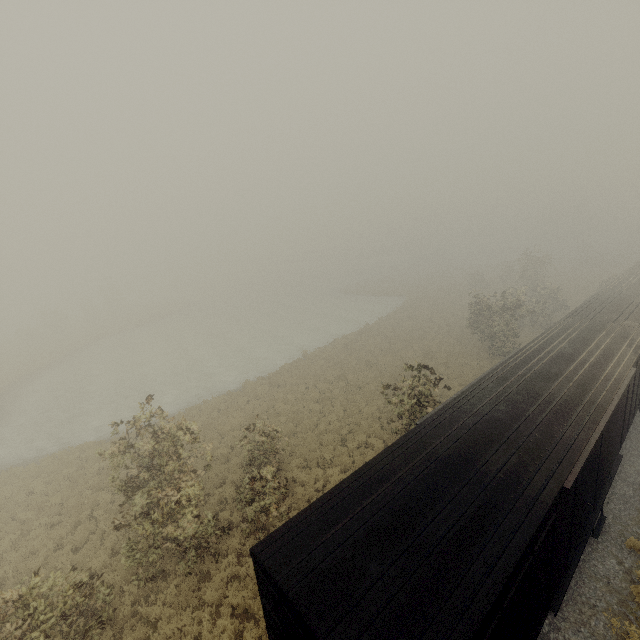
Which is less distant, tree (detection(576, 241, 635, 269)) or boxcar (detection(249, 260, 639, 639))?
boxcar (detection(249, 260, 639, 639))

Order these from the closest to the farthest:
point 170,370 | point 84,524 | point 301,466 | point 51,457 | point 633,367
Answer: A: point 633,367, point 84,524, point 301,466, point 51,457, point 170,370

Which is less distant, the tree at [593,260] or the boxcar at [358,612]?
the boxcar at [358,612]
